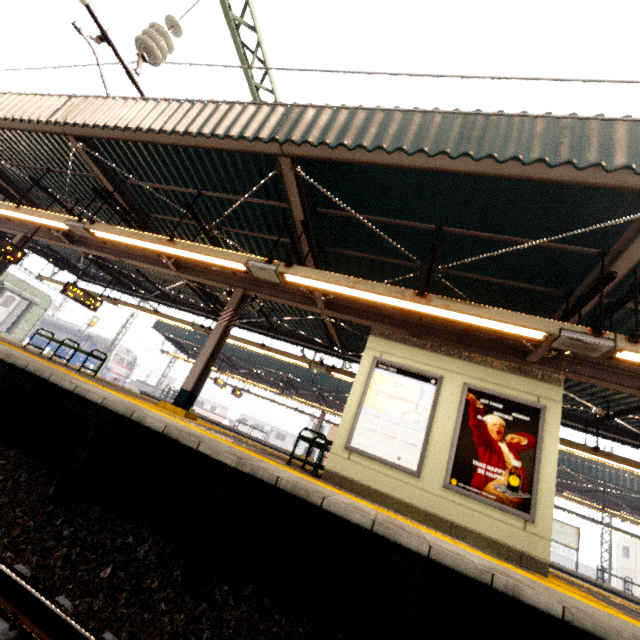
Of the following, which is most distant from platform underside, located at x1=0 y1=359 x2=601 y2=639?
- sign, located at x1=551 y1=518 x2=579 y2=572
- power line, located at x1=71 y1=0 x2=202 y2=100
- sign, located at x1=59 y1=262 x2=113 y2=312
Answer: sign, located at x1=551 y1=518 x2=579 y2=572

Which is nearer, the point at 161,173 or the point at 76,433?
the point at 76,433

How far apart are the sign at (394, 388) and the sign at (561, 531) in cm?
1804

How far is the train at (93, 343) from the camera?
32.2m

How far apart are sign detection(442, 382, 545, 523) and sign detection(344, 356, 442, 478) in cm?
35

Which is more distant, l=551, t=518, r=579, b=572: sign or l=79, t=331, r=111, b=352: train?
l=79, t=331, r=111, b=352: train

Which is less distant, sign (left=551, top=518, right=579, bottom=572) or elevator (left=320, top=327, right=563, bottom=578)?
elevator (left=320, top=327, right=563, bottom=578)

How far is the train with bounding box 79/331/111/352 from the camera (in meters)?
32.22
